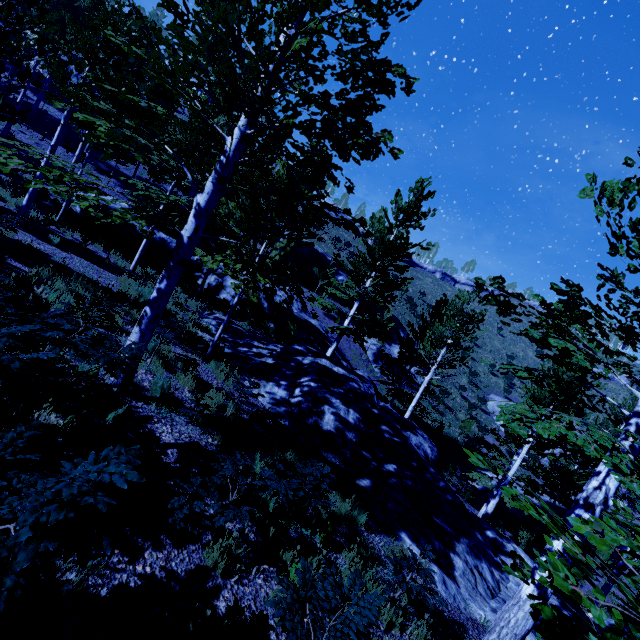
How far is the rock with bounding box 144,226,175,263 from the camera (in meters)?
18.67

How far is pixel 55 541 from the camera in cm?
131

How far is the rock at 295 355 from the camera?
7.5 meters

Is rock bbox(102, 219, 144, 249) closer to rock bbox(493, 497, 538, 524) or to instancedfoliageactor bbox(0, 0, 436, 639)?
instancedfoliageactor bbox(0, 0, 436, 639)

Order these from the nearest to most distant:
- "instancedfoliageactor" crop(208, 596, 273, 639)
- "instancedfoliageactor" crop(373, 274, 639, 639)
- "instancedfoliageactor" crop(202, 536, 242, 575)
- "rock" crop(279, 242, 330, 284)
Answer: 1. "instancedfoliageactor" crop(373, 274, 639, 639)
2. "instancedfoliageactor" crop(208, 596, 273, 639)
3. "instancedfoliageactor" crop(202, 536, 242, 575)
4. "rock" crop(279, 242, 330, 284)

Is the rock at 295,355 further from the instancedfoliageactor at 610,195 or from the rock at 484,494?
the rock at 484,494
